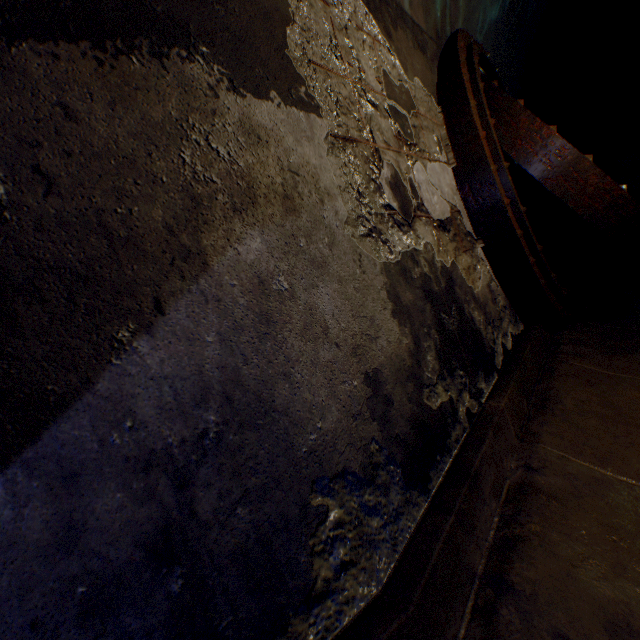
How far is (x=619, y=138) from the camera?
7.15m

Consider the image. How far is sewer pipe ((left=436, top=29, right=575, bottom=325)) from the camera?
2.34m

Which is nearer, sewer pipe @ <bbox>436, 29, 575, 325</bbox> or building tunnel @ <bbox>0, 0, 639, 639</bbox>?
building tunnel @ <bbox>0, 0, 639, 639</bbox>

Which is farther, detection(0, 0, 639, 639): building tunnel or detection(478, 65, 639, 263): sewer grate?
detection(478, 65, 639, 263): sewer grate

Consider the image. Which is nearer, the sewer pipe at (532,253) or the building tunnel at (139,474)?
the building tunnel at (139,474)

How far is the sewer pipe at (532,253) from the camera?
2.34m
